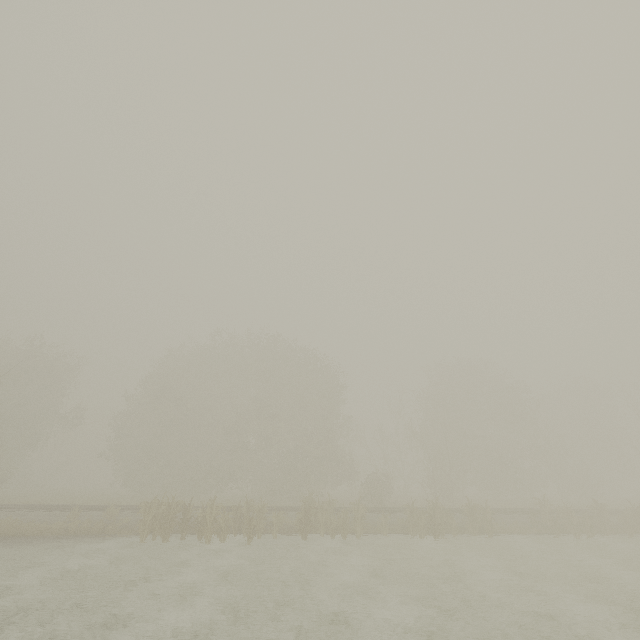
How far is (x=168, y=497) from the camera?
16.42m
